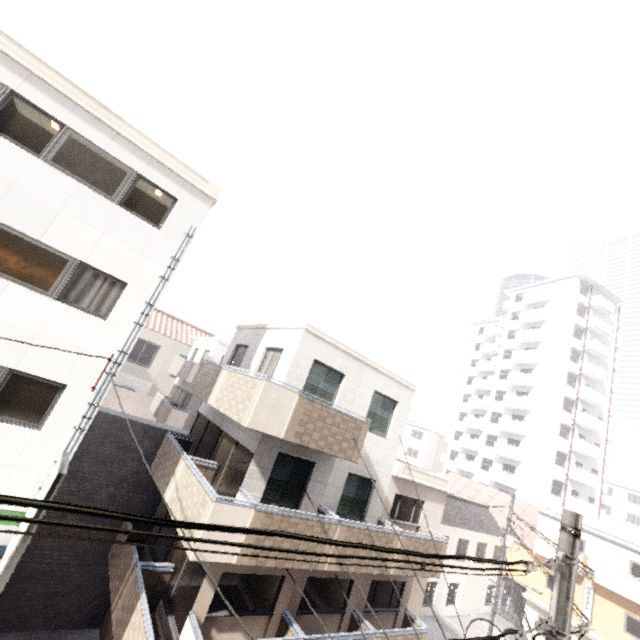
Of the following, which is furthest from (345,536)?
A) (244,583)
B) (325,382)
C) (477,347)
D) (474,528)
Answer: (477,347)

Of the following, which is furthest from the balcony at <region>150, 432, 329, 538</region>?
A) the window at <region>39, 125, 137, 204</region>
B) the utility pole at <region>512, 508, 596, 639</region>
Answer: the window at <region>39, 125, 137, 204</region>

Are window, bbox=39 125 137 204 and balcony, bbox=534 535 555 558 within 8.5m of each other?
no

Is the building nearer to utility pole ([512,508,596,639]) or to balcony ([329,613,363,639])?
balcony ([329,613,363,639])

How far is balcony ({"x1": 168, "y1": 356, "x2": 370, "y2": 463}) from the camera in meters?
8.3 m

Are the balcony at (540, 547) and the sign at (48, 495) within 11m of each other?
no

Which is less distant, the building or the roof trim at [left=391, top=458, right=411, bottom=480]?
the roof trim at [left=391, top=458, right=411, bottom=480]

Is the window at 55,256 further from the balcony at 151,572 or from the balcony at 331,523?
the balcony at 151,572
